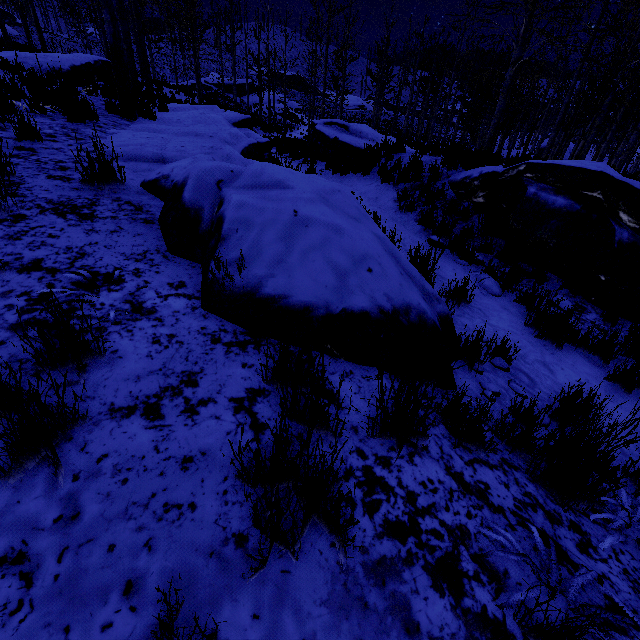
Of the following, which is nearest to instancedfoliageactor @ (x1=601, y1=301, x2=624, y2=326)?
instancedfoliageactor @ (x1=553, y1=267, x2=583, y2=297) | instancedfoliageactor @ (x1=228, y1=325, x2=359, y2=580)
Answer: instancedfoliageactor @ (x1=228, y1=325, x2=359, y2=580)

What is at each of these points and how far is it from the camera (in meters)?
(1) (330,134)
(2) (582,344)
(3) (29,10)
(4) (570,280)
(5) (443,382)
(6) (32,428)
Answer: (1) rock, 10.93
(2) instancedfoliageactor, 4.01
(3) instancedfoliageactor, 26.00
(4) instancedfoliageactor, 5.14
(5) rock, 2.70
(6) instancedfoliageactor, 1.28

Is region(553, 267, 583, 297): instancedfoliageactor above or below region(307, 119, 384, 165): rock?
below

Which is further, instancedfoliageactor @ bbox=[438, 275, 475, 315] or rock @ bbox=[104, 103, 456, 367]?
instancedfoliageactor @ bbox=[438, 275, 475, 315]

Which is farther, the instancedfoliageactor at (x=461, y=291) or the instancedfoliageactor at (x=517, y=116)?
the instancedfoliageactor at (x=517, y=116)

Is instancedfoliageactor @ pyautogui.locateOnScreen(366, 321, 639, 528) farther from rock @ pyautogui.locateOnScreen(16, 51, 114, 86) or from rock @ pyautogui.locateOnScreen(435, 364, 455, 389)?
rock @ pyautogui.locateOnScreen(16, 51, 114, 86)

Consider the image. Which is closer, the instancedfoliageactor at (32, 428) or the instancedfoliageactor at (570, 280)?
the instancedfoliageactor at (32, 428)

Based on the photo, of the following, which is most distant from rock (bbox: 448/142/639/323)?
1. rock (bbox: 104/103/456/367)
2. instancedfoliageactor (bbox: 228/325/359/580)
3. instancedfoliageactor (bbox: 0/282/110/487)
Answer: instancedfoliageactor (bbox: 0/282/110/487)
